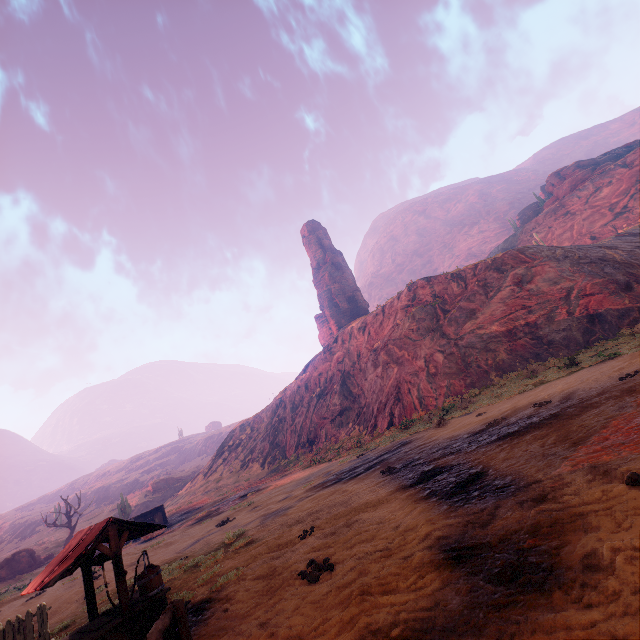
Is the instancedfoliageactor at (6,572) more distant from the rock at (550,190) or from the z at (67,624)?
the rock at (550,190)

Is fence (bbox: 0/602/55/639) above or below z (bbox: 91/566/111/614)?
above

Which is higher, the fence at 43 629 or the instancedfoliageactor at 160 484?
the instancedfoliageactor at 160 484

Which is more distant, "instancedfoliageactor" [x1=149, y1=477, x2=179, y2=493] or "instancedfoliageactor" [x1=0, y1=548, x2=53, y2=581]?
"instancedfoliageactor" [x1=149, y1=477, x2=179, y2=493]

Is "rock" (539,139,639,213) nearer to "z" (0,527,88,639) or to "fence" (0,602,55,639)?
"z" (0,527,88,639)

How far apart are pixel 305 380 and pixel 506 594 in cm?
4402

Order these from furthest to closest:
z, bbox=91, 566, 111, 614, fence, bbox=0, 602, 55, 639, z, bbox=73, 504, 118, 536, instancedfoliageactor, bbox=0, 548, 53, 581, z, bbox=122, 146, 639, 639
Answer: z, bbox=73, 504, 118, 536 < instancedfoliageactor, bbox=0, 548, 53, 581 < z, bbox=91, 566, 111, 614 < fence, bbox=0, 602, 55, 639 < z, bbox=122, 146, 639, 639

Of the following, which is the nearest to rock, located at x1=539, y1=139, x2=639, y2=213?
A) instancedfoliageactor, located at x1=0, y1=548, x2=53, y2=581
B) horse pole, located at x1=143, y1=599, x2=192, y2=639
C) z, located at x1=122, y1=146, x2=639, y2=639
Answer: z, located at x1=122, y1=146, x2=639, y2=639
